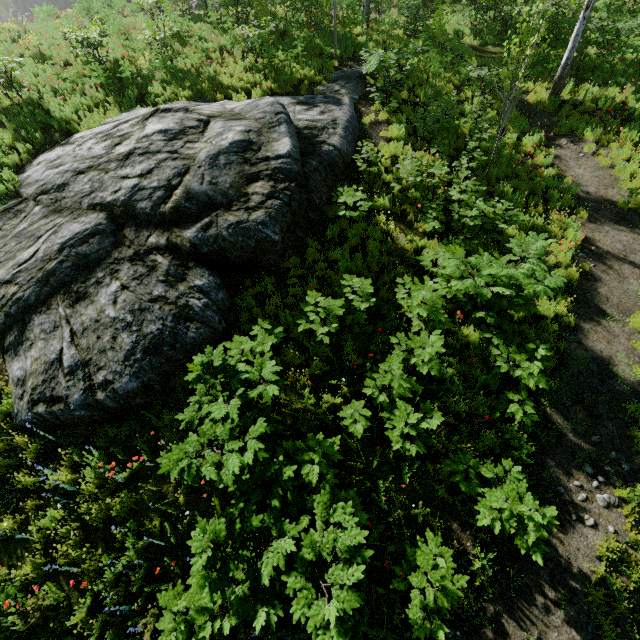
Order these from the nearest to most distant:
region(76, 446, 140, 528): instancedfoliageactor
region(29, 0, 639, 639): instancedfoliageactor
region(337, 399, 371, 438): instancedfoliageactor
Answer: region(29, 0, 639, 639): instancedfoliageactor, region(76, 446, 140, 528): instancedfoliageactor, region(337, 399, 371, 438): instancedfoliageactor

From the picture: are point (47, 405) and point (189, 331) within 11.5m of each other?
yes

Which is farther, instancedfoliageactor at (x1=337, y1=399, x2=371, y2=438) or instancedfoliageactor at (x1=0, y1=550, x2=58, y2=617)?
instancedfoliageactor at (x1=337, y1=399, x2=371, y2=438)

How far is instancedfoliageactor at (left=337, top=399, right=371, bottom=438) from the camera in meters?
5.8

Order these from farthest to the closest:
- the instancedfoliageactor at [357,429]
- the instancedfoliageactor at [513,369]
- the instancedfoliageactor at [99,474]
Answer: the instancedfoliageactor at [357,429]
the instancedfoliageactor at [99,474]
the instancedfoliageactor at [513,369]

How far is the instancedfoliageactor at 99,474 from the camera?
5.25m

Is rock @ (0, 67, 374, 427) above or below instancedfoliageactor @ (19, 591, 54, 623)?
above
